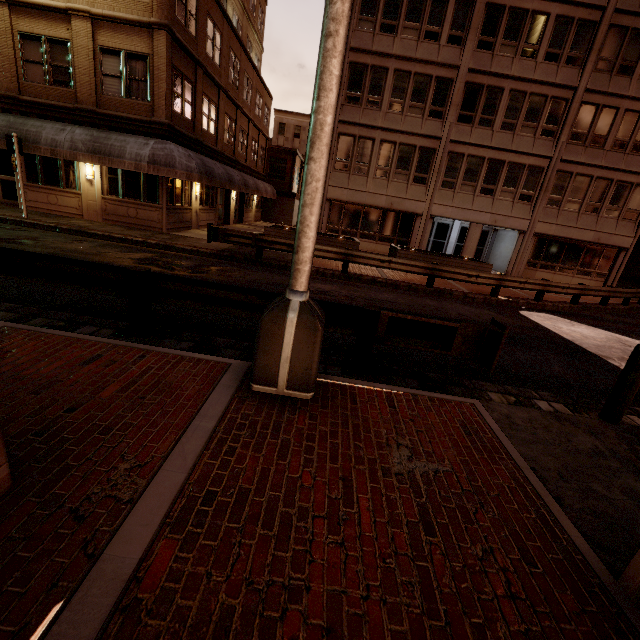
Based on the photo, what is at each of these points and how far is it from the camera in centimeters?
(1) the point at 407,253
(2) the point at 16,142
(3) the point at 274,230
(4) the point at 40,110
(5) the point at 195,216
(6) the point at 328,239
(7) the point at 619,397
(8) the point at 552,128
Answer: (1) planter, 1656cm
(2) sign, 1221cm
(3) planter, 1648cm
(4) building, 1394cm
(5) building, 1864cm
(6) planter, 1652cm
(7) bollard, 457cm
(8) building, 1961cm

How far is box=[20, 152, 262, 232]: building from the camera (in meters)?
14.91

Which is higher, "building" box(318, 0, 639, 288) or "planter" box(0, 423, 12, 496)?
"building" box(318, 0, 639, 288)

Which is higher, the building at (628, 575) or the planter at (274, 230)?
the planter at (274, 230)

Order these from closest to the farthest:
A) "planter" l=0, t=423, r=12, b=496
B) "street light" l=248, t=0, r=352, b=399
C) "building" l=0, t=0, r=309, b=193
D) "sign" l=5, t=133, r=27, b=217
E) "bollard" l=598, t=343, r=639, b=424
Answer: "planter" l=0, t=423, r=12, b=496 → "street light" l=248, t=0, r=352, b=399 → "bollard" l=598, t=343, r=639, b=424 → "sign" l=5, t=133, r=27, b=217 → "building" l=0, t=0, r=309, b=193

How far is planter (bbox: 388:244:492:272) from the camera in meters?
16.5 m

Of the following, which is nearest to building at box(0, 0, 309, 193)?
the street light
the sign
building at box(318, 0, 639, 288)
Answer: the sign

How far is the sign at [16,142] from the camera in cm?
1210
